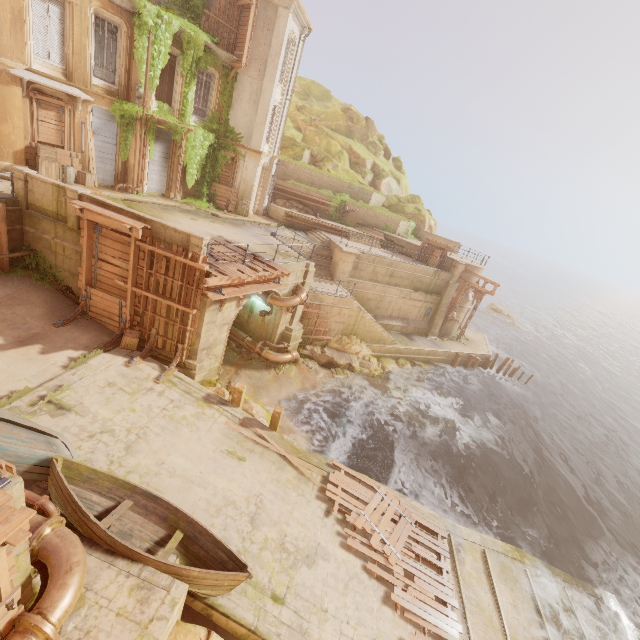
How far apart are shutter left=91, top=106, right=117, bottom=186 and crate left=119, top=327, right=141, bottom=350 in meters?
10.7 m

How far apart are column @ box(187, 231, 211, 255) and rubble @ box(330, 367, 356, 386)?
11.5m

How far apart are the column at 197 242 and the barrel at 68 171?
9.8 meters

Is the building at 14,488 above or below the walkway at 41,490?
above

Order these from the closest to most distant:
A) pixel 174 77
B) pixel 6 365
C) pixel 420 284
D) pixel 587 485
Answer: pixel 6 365 < pixel 174 77 < pixel 587 485 < pixel 420 284

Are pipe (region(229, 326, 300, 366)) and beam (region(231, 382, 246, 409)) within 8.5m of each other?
yes

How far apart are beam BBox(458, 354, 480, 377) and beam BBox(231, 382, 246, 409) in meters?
22.5 m

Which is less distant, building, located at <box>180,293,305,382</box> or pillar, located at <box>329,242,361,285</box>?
building, located at <box>180,293,305,382</box>
